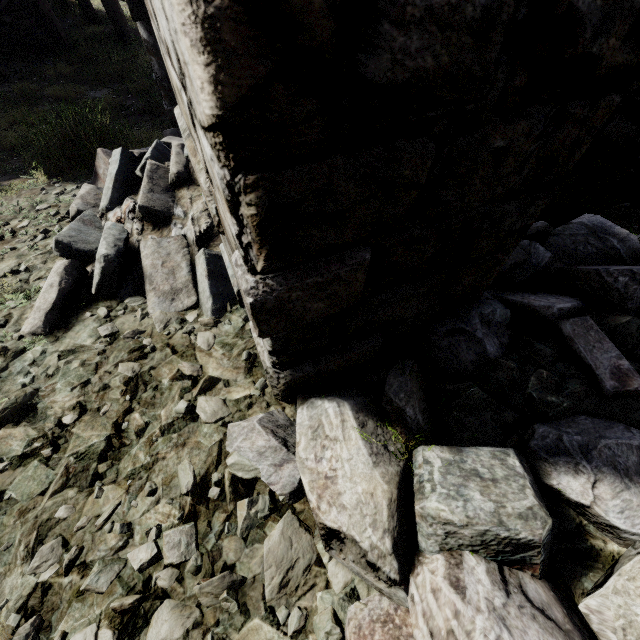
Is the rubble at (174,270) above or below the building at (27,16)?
above

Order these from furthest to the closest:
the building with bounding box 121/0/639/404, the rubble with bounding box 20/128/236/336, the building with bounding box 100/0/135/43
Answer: the building with bounding box 100/0/135/43, the rubble with bounding box 20/128/236/336, the building with bounding box 121/0/639/404

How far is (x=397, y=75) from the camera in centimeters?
67cm

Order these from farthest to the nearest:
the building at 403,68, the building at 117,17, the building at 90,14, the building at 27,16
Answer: the building at 90,14 → the building at 117,17 → the building at 27,16 → the building at 403,68

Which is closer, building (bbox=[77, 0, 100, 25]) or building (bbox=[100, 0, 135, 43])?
building (bbox=[100, 0, 135, 43])

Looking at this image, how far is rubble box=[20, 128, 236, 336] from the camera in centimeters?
254cm

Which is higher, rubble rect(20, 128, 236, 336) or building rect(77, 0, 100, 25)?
rubble rect(20, 128, 236, 336)
